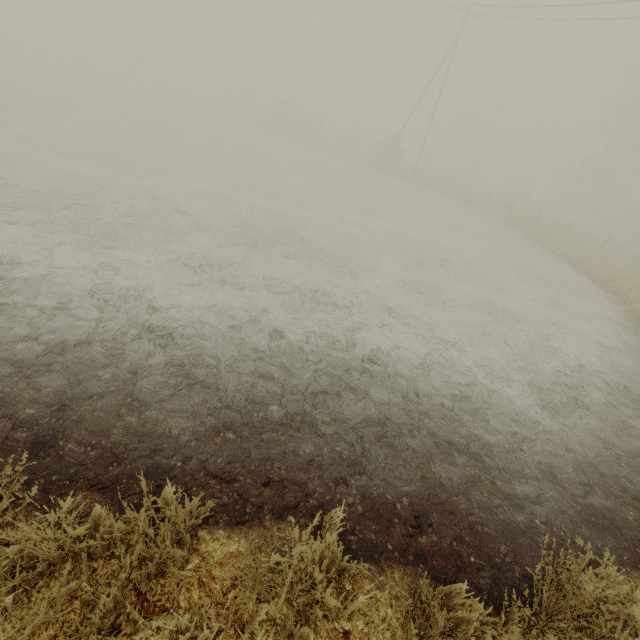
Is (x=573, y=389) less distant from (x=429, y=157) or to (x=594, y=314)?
(x=594, y=314)
